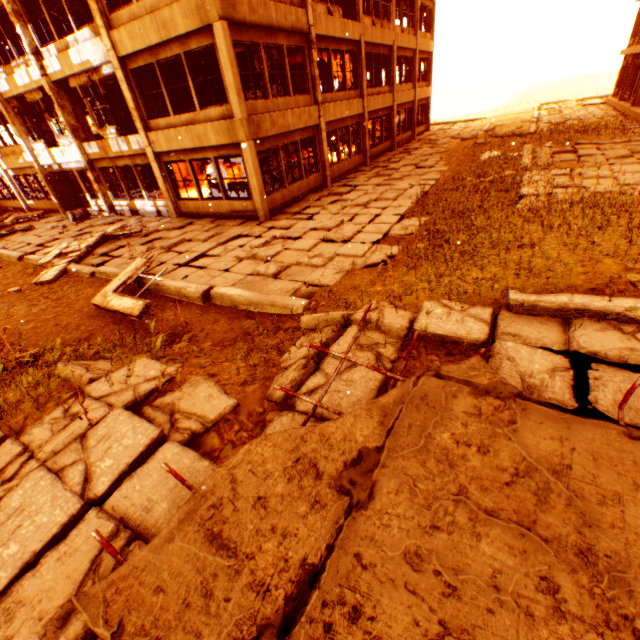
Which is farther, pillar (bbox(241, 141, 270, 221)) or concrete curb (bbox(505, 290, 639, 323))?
pillar (bbox(241, 141, 270, 221))

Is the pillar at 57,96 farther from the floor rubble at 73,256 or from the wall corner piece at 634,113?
the wall corner piece at 634,113

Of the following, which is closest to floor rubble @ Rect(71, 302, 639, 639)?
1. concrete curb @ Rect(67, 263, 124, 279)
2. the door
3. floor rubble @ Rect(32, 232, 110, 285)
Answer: concrete curb @ Rect(67, 263, 124, 279)

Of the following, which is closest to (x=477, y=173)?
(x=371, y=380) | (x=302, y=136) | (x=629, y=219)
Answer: (x=302, y=136)

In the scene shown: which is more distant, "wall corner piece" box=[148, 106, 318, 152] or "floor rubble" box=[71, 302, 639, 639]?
"wall corner piece" box=[148, 106, 318, 152]

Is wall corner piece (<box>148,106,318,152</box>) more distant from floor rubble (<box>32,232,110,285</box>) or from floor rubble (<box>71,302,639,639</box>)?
floor rubble (<box>71,302,639,639</box>)

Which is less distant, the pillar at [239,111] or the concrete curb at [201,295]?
the concrete curb at [201,295]

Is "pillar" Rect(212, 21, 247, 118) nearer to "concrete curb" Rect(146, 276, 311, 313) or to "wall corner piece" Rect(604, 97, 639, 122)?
"concrete curb" Rect(146, 276, 311, 313)
